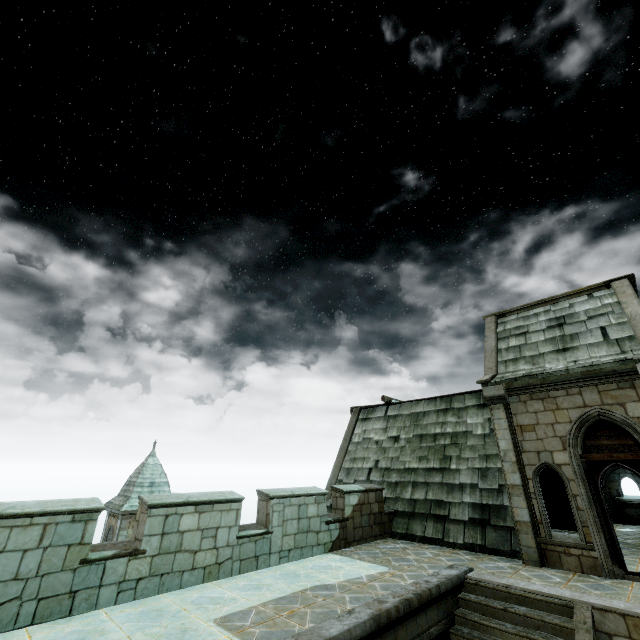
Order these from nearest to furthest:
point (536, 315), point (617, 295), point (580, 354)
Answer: point (580, 354), point (617, 295), point (536, 315)
